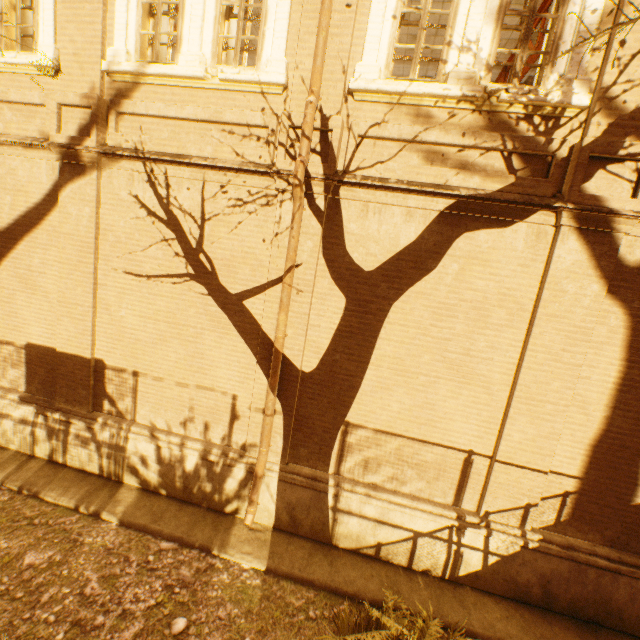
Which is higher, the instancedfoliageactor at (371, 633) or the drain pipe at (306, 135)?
the drain pipe at (306, 135)

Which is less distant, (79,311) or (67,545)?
(67,545)

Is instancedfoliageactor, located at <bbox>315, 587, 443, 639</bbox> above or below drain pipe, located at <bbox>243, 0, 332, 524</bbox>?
below
